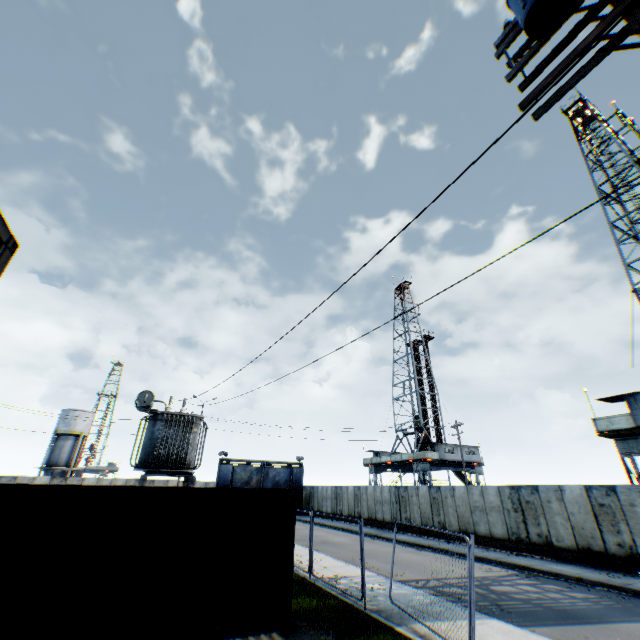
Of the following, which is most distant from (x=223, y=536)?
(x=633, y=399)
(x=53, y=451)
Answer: (x=53, y=451)

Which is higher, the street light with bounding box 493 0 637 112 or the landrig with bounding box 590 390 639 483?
the street light with bounding box 493 0 637 112

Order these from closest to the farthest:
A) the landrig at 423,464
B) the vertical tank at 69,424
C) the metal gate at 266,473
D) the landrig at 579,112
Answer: the landrig at 579,112 → the landrig at 423,464 → the metal gate at 266,473 → the vertical tank at 69,424

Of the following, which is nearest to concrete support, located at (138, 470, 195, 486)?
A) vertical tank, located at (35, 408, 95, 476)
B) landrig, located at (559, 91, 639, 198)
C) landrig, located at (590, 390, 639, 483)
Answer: landrig, located at (590, 390, 639, 483)

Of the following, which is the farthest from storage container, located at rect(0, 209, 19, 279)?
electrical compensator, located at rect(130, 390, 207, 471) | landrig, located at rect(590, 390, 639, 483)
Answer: landrig, located at rect(590, 390, 639, 483)

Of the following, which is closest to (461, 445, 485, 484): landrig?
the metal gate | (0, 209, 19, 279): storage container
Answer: the metal gate

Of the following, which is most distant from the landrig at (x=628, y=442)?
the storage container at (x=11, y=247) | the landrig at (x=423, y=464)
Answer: the storage container at (x=11, y=247)

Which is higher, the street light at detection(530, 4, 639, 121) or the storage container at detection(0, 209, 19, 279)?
the street light at detection(530, 4, 639, 121)
